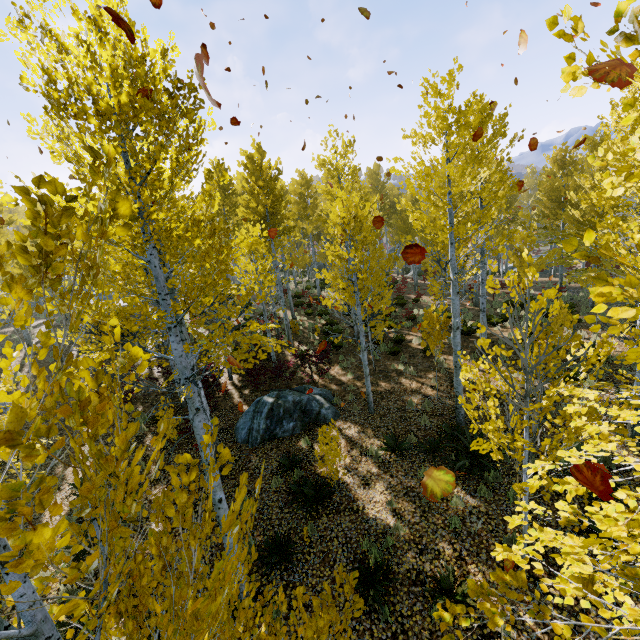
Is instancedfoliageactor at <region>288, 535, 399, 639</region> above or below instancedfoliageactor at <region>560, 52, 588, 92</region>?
below

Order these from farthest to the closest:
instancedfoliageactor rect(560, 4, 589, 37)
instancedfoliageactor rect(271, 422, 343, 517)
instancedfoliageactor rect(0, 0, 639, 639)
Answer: instancedfoliageactor rect(271, 422, 343, 517) < instancedfoliageactor rect(560, 4, 589, 37) < instancedfoliageactor rect(0, 0, 639, 639)

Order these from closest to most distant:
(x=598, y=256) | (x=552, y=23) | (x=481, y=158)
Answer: (x=552, y=23)
(x=481, y=158)
(x=598, y=256)

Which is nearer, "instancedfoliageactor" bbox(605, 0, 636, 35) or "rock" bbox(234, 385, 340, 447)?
"instancedfoliageactor" bbox(605, 0, 636, 35)

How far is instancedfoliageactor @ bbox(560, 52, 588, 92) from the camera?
1.9 meters

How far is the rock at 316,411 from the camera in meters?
10.3 m

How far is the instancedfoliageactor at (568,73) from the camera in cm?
191

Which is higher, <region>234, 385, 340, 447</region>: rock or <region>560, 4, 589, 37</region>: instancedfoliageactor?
<region>560, 4, 589, 37</region>: instancedfoliageactor
